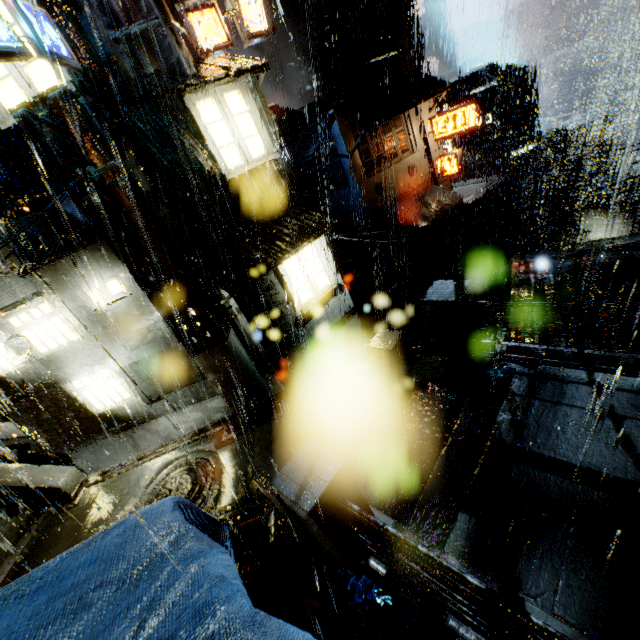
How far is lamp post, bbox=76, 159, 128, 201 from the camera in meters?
7.3

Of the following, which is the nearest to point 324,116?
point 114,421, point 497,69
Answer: point 114,421

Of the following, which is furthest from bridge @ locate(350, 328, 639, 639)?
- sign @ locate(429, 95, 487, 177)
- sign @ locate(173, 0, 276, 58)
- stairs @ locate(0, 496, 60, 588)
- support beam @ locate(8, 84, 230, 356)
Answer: sign @ locate(429, 95, 487, 177)

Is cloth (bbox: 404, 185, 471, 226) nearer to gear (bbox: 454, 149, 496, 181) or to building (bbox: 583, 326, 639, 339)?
building (bbox: 583, 326, 639, 339)

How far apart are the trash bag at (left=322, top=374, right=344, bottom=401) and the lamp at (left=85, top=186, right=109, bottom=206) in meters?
7.3 m

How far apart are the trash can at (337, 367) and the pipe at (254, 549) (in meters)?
4.09

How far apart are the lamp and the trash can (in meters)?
6.64

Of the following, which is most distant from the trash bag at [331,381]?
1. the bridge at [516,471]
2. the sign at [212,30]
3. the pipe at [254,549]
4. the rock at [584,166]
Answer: the rock at [584,166]
